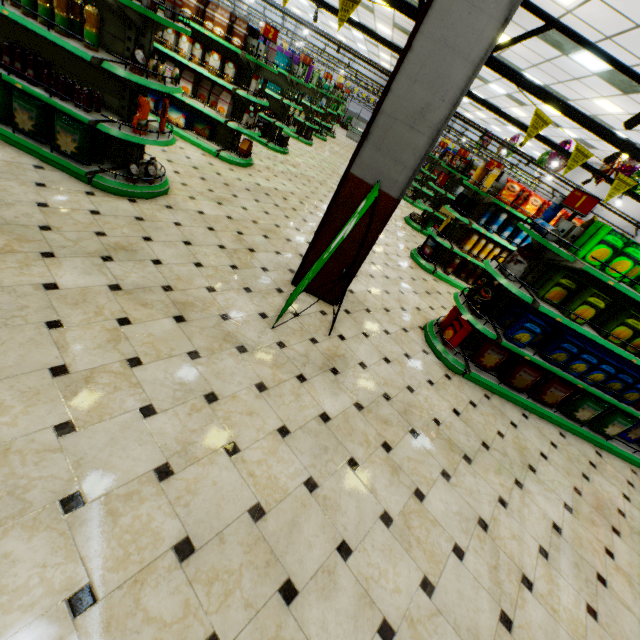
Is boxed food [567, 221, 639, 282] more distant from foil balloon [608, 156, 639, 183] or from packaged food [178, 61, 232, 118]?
packaged food [178, 61, 232, 118]

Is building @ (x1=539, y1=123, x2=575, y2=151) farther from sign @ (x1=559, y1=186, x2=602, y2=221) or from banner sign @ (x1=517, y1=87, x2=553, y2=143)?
sign @ (x1=559, y1=186, x2=602, y2=221)

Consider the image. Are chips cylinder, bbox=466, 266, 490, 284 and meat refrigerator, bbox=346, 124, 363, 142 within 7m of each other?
no

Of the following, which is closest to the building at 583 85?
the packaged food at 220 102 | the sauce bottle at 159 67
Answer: the packaged food at 220 102

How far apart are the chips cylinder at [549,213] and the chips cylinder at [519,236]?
3.0 meters

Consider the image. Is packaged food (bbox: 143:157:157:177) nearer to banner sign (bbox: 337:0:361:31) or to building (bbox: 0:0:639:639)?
building (bbox: 0:0:639:639)

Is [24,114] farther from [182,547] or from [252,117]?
[182,547]

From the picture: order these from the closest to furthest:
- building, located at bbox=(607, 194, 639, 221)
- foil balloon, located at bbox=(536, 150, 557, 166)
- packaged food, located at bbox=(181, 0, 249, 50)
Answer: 1. packaged food, located at bbox=(181, 0, 249, 50)
2. foil balloon, located at bbox=(536, 150, 557, 166)
3. building, located at bbox=(607, 194, 639, 221)
